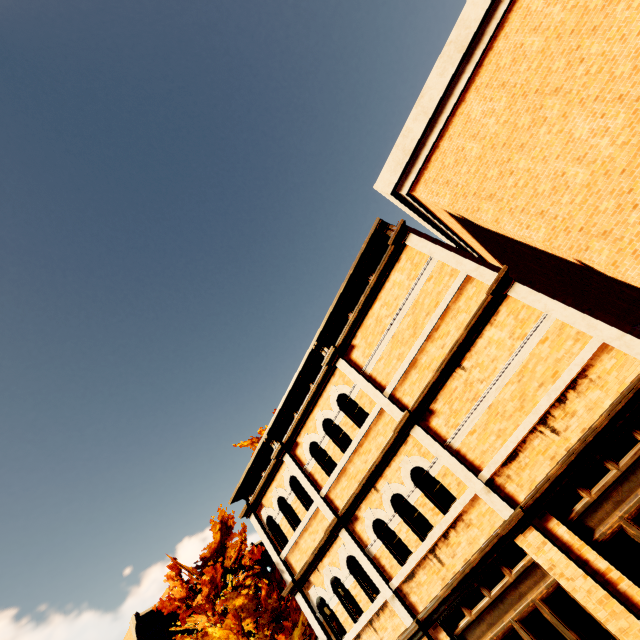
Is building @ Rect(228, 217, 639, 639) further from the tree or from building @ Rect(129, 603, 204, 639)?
building @ Rect(129, 603, 204, 639)

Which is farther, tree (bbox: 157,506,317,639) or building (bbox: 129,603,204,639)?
building (bbox: 129,603,204,639)

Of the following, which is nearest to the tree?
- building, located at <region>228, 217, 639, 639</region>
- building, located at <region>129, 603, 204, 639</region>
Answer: building, located at <region>228, 217, 639, 639</region>

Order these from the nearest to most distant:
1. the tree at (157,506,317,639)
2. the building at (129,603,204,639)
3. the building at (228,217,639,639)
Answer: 1. the building at (228,217,639,639)
2. the tree at (157,506,317,639)
3. the building at (129,603,204,639)

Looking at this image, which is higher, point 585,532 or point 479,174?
point 479,174

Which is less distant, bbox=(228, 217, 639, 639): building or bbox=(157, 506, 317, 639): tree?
bbox=(228, 217, 639, 639): building

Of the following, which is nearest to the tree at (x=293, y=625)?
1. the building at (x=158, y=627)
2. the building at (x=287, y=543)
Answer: the building at (x=287, y=543)
